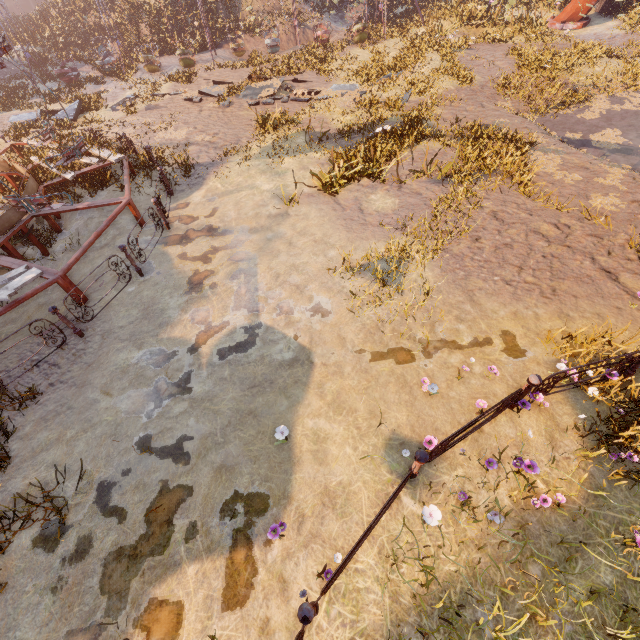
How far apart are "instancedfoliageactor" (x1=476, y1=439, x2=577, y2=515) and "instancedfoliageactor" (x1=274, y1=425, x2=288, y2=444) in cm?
322

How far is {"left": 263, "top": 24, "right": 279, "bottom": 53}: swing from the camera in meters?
22.0

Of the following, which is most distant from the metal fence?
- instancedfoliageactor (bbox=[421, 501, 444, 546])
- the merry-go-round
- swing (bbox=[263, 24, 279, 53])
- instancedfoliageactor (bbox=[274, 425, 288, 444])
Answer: swing (bbox=[263, 24, 279, 53])

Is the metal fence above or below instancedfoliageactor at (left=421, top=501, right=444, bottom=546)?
above

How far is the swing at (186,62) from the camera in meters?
20.9 m

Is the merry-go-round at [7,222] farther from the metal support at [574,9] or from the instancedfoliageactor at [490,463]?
the metal support at [574,9]

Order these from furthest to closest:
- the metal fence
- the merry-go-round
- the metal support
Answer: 1. the metal support
2. the merry-go-round
3. the metal fence

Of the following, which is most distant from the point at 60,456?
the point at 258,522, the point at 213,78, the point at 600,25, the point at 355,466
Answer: the point at 600,25
